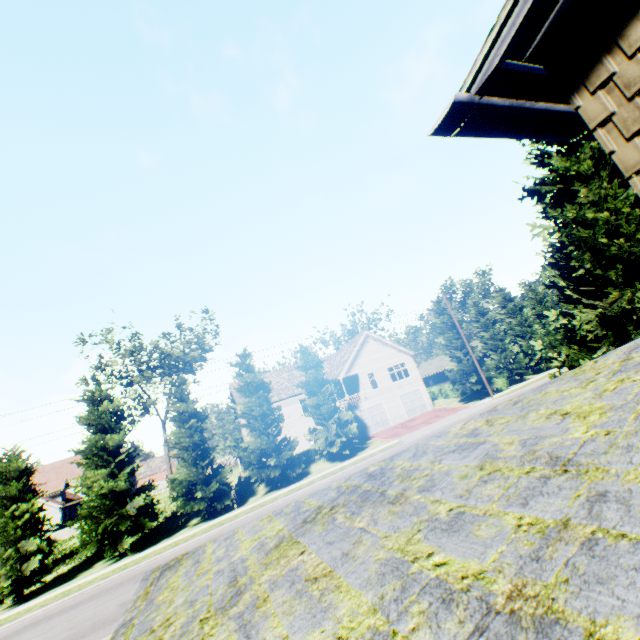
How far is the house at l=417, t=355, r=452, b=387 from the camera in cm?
4941

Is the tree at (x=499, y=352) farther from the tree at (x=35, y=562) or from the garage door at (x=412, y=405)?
the garage door at (x=412, y=405)

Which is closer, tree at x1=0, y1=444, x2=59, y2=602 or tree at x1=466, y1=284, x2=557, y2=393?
tree at x1=0, y1=444, x2=59, y2=602

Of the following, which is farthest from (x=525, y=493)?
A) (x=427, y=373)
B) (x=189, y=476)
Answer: (x=427, y=373)

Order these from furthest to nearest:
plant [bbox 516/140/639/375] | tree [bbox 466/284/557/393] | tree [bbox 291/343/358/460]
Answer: tree [bbox 466/284/557/393] < tree [bbox 291/343/358/460] < plant [bbox 516/140/639/375]

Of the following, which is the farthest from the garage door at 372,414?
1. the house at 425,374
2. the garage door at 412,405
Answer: the house at 425,374

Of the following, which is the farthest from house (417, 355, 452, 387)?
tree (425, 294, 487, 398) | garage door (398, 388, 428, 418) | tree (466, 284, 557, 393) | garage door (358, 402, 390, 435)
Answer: garage door (358, 402, 390, 435)

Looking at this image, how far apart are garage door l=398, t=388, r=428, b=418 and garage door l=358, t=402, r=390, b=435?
2.2 meters
